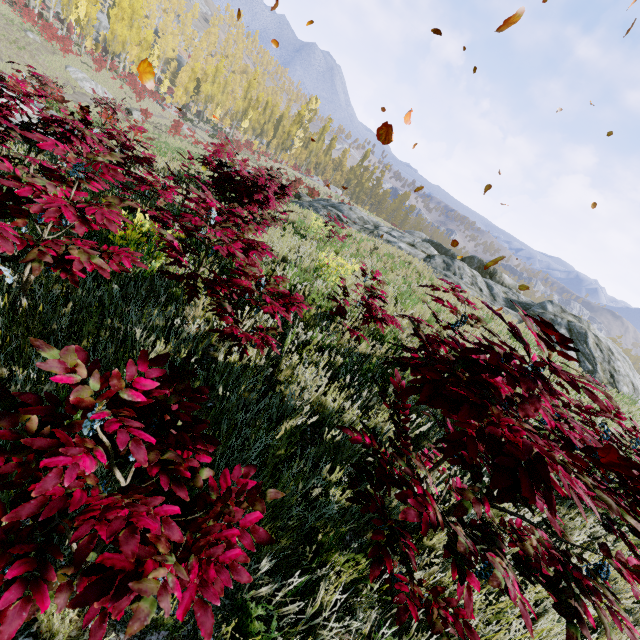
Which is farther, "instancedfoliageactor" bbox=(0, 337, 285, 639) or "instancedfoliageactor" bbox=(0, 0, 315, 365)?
"instancedfoliageactor" bbox=(0, 0, 315, 365)

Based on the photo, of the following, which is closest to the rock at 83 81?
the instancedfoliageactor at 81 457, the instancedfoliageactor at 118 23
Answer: the instancedfoliageactor at 118 23

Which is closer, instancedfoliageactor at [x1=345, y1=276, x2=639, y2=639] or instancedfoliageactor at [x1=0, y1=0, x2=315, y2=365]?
instancedfoliageactor at [x1=345, y1=276, x2=639, y2=639]

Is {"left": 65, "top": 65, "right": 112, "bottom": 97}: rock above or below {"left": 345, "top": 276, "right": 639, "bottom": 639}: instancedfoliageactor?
below

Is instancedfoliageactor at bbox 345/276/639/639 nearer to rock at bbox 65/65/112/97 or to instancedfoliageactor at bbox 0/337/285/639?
rock at bbox 65/65/112/97

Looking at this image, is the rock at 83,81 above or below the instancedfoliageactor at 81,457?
below

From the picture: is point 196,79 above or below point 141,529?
above

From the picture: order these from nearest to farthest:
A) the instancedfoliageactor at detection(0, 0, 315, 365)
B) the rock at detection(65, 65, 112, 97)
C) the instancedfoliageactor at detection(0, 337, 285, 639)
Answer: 1. the instancedfoliageactor at detection(0, 337, 285, 639)
2. the instancedfoliageactor at detection(0, 0, 315, 365)
3. the rock at detection(65, 65, 112, 97)
